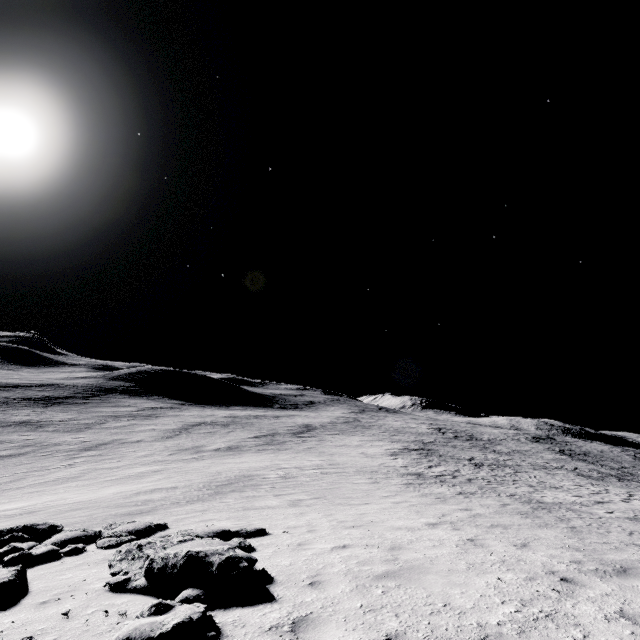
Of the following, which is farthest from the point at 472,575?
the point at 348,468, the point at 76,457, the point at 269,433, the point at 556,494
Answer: the point at 269,433
